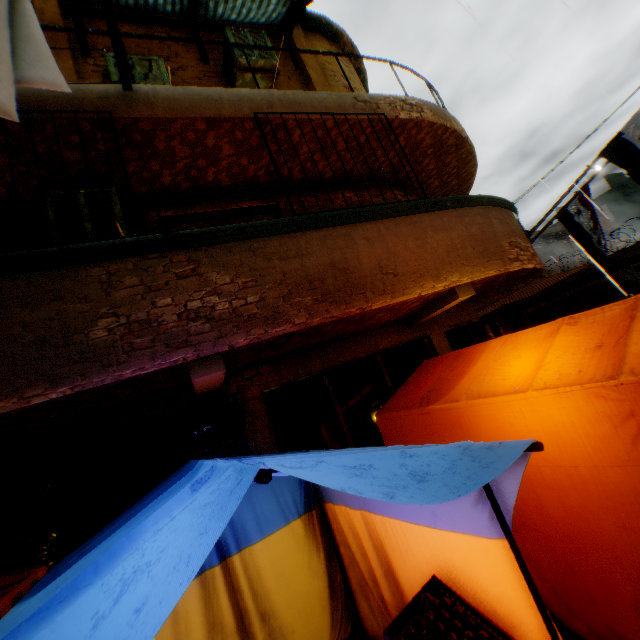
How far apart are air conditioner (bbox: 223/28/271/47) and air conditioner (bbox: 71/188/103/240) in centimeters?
275cm

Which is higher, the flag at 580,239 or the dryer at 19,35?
the dryer at 19,35

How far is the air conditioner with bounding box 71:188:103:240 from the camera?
3.9m

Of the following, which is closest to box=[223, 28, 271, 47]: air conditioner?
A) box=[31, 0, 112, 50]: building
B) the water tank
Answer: box=[31, 0, 112, 50]: building

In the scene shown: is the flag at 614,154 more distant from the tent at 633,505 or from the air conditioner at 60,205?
the air conditioner at 60,205

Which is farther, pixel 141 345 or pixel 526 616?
pixel 141 345

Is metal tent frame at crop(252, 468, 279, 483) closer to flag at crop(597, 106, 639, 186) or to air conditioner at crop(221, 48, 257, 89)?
flag at crop(597, 106, 639, 186)
